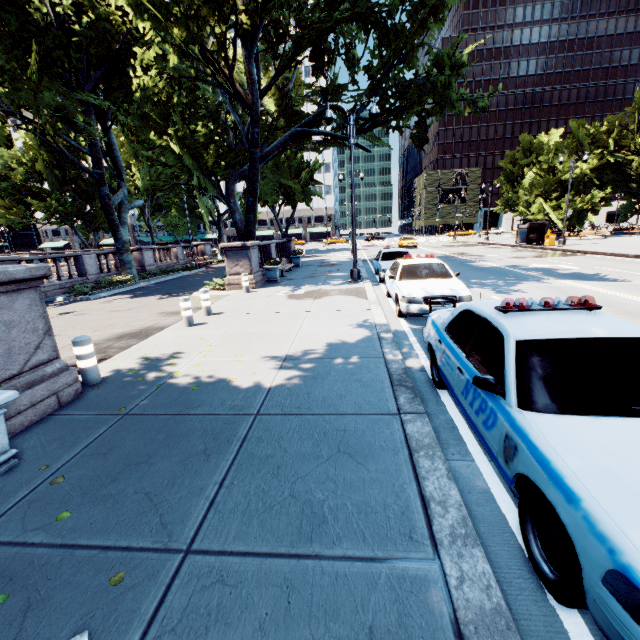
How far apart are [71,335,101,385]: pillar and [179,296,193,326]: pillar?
3.2 meters

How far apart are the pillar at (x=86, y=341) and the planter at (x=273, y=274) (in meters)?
10.95

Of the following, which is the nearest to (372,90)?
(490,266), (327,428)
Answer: (490,266)

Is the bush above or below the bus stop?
below

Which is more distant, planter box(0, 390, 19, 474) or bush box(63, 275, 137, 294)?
bush box(63, 275, 137, 294)

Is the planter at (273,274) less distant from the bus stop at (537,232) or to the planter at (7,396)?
the planter at (7,396)

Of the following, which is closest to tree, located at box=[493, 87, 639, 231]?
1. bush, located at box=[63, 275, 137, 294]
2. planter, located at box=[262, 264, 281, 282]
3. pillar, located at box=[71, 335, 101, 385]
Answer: bush, located at box=[63, 275, 137, 294]

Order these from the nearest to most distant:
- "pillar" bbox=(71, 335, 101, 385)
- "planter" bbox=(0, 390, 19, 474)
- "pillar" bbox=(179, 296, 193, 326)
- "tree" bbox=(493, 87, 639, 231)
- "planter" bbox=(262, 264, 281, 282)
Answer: "planter" bbox=(0, 390, 19, 474)
"pillar" bbox=(71, 335, 101, 385)
"pillar" bbox=(179, 296, 193, 326)
"planter" bbox=(262, 264, 281, 282)
"tree" bbox=(493, 87, 639, 231)
